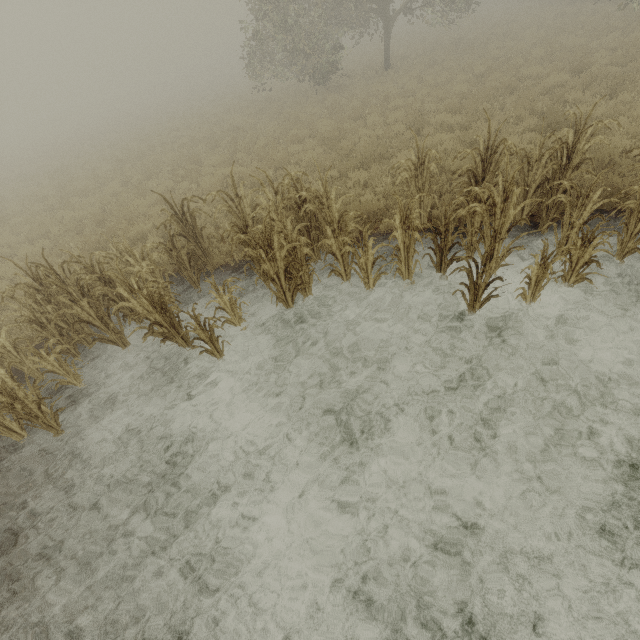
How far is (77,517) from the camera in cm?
414
